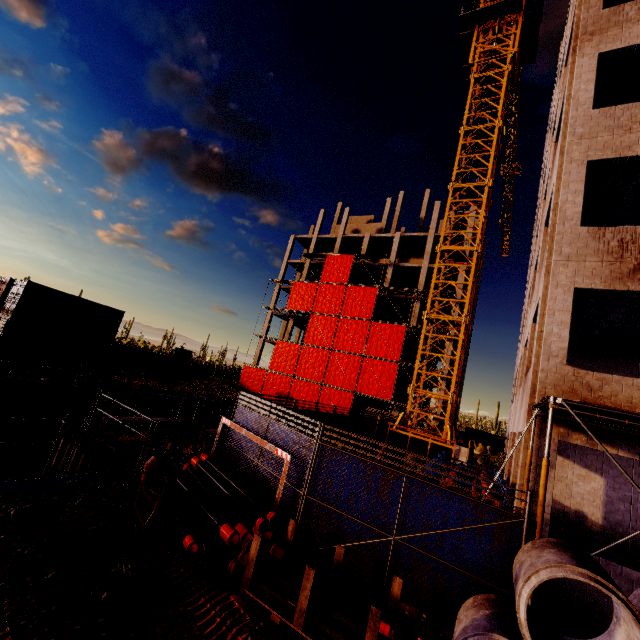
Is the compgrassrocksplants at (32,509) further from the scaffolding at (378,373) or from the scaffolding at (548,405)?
the scaffolding at (548,405)

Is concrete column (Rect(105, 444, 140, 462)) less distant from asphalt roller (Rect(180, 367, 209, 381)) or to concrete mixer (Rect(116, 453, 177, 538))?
concrete mixer (Rect(116, 453, 177, 538))

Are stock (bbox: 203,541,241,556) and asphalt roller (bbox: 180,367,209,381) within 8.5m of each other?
no

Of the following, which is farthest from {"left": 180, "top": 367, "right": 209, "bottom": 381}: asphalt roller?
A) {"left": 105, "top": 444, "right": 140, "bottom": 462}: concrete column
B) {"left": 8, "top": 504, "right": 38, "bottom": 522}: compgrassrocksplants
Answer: {"left": 8, "top": 504, "right": 38, "bottom": 522}: compgrassrocksplants

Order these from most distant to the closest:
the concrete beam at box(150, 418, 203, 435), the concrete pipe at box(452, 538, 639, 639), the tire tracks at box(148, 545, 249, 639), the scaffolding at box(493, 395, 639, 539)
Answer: the concrete beam at box(150, 418, 203, 435), the scaffolding at box(493, 395, 639, 539), the tire tracks at box(148, 545, 249, 639), the concrete pipe at box(452, 538, 639, 639)

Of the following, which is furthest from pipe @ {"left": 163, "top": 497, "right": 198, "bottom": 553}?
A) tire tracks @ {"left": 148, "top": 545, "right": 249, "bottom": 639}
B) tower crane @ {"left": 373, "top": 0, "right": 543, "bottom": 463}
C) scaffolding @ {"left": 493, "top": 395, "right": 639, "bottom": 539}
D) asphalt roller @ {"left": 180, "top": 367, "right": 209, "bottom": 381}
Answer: asphalt roller @ {"left": 180, "top": 367, "right": 209, "bottom": 381}

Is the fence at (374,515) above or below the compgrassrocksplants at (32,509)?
above

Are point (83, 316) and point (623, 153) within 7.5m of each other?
no
